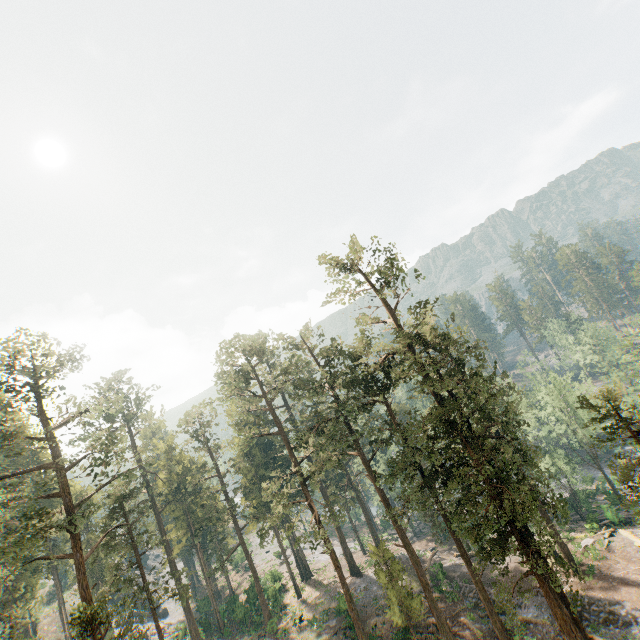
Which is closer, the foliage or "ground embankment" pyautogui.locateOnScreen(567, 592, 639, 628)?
the foliage

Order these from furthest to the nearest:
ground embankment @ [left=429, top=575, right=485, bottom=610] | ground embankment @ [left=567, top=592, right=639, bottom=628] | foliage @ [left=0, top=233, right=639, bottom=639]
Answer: ground embankment @ [left=429, top=575, right=485, bottom=610]
ground embankment @ [left=567, top=592, right=639, bottom=628]
foliage @ [left=0, top=233, right=639, bottom=639]

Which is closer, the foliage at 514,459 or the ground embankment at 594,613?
the foliage at 514,459

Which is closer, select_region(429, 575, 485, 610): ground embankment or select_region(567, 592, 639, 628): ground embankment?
select_region(567, 592, 639, 628): ground embankment

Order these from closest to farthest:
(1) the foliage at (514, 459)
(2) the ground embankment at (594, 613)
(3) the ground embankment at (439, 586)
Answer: (1) the foliage at (514, 459) < (2) the ground embankment at (594, 613) < (3) the ground embankment at (439, 586)

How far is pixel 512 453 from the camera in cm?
2603

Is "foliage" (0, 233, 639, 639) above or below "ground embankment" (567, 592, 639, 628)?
above
